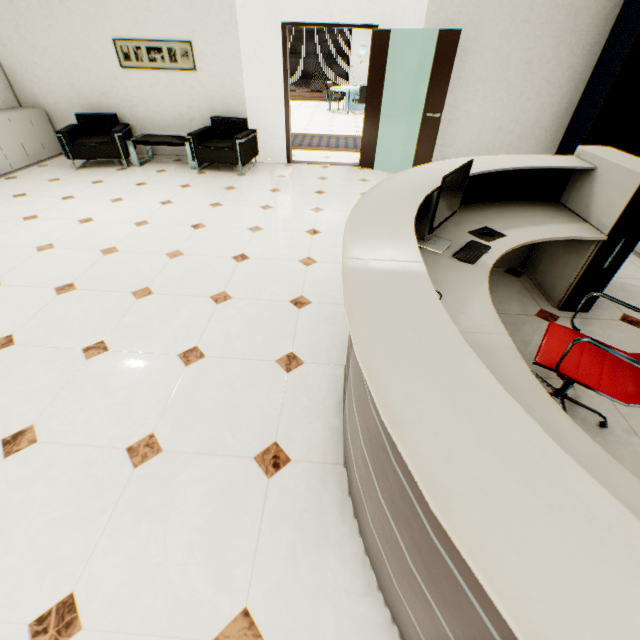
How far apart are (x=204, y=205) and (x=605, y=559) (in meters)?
5.16

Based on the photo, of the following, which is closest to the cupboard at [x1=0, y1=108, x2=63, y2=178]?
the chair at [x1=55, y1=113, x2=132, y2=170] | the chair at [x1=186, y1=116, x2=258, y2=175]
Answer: the chair at [x1=55, y1=113, x2=132, y2=170]

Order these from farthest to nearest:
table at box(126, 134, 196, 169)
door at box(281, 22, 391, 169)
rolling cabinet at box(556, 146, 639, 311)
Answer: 1. table at box(126, 134, 196, 169)
2. door at box(281, 22, 391, 169)
3. rolling cabinet at box(556, 146, 639, 311)

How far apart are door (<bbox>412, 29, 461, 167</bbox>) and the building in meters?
67.9

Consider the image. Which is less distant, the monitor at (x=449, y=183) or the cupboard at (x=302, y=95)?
the monitor at (x=449, y=183)

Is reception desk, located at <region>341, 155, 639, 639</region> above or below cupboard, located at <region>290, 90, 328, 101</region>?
above

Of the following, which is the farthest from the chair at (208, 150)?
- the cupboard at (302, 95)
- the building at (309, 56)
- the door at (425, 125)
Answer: the building at (309, 56)

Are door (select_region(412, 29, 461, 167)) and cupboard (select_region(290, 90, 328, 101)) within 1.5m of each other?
no
